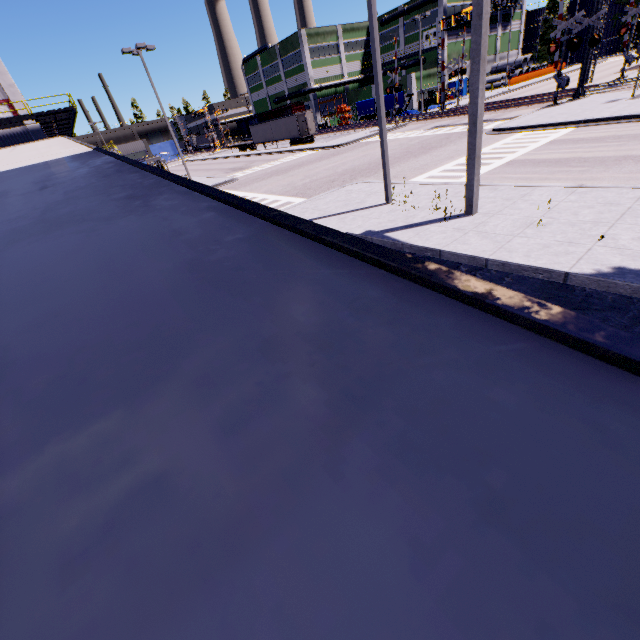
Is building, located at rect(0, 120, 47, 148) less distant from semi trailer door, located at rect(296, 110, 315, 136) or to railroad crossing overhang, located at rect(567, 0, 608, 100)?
railroad crossing overhang, located at rect(567, 0, 608, 100)

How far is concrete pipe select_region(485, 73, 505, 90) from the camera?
55.1m

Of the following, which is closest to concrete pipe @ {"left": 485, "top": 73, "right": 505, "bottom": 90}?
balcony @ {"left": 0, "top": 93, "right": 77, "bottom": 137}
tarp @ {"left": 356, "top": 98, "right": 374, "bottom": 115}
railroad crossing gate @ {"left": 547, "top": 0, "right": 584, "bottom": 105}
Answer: tarp @ {"left": 356, "top": 98, "right": 374, "bottom": 115}

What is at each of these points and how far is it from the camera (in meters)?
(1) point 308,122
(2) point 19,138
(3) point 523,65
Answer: (1) semi trailer door, 42.16
(2) building, 27.86
(3) concrete pipe stack, 57.22

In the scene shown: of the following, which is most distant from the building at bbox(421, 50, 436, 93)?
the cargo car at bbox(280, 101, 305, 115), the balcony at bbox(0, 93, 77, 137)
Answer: the cargo car at bbox(280, 101, 305, 115)

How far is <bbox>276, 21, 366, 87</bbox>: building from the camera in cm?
5553

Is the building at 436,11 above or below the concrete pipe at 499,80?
above

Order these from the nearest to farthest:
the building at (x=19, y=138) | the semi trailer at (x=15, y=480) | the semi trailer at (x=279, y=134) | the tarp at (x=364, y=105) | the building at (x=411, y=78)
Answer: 1. the semi trailer at (x=15, y=480)
2. the building at (x=19, y=138)
3. the semi trailer at (x=279, y=134)
4. the tarp at (x=364, y=105)
5. the building at (x=411, y=78)
